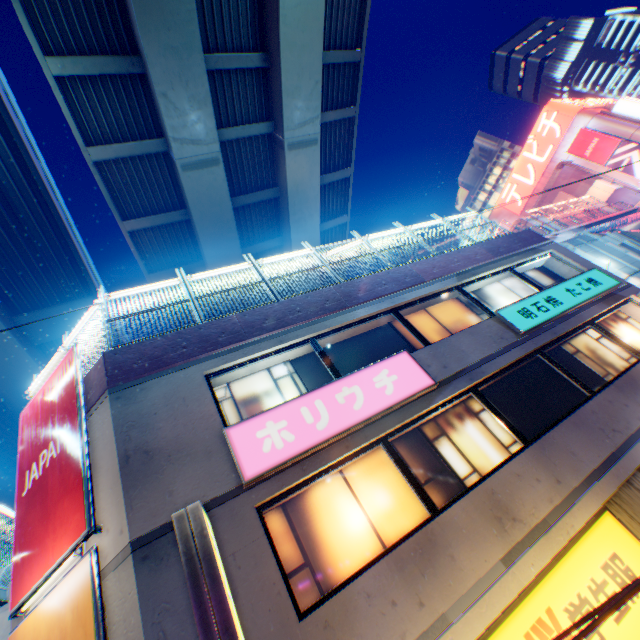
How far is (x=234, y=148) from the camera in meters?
16.8

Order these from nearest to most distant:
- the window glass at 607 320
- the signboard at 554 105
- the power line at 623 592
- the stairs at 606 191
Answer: the power line at 623 592 < the window glass at 607 320 < the stairs at 606 191 < the signboard at 554 105

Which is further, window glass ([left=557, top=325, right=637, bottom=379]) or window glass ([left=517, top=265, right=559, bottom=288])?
window glass ([left=517, top=265, right=559, bottom=288])

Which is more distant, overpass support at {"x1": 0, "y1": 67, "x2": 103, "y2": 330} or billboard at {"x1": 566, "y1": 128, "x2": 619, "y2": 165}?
billboard at {"x1": 566, "y1": 128, "x2": 619, "y2": 165}

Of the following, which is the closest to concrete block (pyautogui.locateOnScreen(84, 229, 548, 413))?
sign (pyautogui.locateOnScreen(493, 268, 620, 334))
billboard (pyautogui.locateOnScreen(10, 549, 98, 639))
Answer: sign (pyautogui.locateOnScreen(493, 268, 620, 334))

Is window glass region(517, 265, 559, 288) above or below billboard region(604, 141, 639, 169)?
below

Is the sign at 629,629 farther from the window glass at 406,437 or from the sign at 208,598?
the window glass at 406,437

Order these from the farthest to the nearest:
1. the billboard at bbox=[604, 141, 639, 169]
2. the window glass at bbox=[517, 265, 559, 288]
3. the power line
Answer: the billboard at bbox=[604, 141, 639, 169] < the window glass at bbox=[517, 265, 559, 288] < the power line
